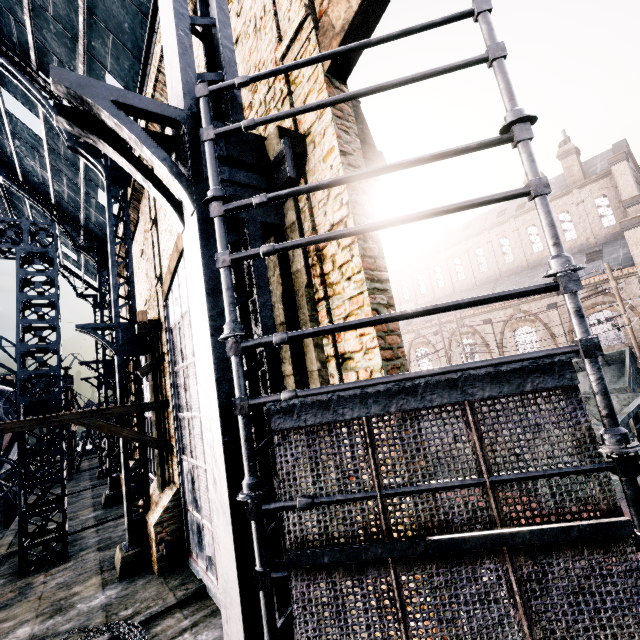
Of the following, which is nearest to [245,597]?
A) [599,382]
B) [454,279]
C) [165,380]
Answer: [599,382]

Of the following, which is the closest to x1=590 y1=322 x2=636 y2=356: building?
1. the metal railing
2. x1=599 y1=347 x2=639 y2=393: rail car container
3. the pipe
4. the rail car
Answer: the pipe

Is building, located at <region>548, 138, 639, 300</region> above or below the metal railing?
above

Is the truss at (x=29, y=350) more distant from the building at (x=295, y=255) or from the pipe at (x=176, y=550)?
the pipe at (x=176, y=550)

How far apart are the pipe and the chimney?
42.7 meters

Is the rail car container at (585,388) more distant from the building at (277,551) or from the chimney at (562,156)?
the chimney at (562,156)

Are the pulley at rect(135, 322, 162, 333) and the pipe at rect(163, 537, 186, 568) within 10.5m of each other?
yes

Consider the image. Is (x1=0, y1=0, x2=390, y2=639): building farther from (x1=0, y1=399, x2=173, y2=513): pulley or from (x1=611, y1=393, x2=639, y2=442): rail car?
(x1=611, y1=393, x2=639, y2=442): rail car
